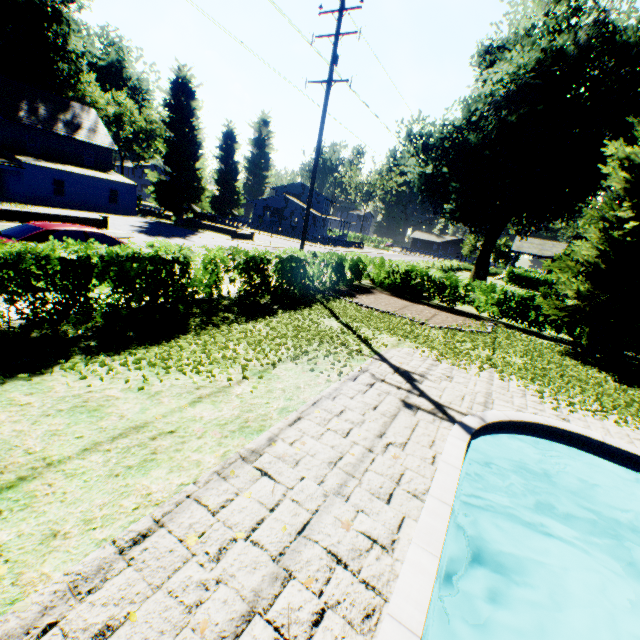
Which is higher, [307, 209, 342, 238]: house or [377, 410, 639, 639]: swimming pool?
[307, 209, 342, 238]: house

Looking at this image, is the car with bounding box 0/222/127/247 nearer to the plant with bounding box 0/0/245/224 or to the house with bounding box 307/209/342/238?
the plant with bounding box 0/0/245/224

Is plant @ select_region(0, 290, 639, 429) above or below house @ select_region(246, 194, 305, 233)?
below

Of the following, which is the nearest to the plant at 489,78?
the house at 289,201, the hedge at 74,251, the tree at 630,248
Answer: the house at 289,201

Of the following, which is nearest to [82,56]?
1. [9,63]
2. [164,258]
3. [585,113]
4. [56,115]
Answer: [9,63]

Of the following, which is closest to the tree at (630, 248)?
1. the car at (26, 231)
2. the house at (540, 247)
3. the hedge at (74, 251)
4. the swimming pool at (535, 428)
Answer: the hedge at (74, 251)

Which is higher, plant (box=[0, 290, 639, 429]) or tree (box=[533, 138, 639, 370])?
tree (box=[533, 138, 639, 370])

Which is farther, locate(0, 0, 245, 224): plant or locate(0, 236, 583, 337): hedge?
locate(0, 0, 245, 224): plant
